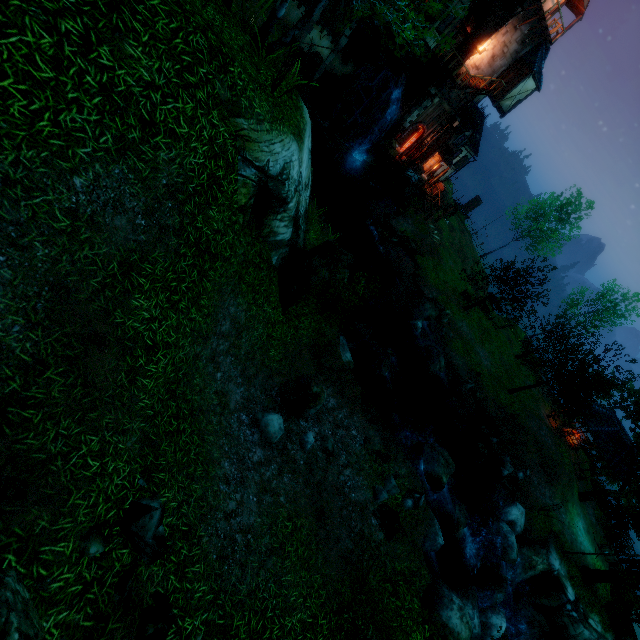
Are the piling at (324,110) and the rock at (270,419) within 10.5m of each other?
no

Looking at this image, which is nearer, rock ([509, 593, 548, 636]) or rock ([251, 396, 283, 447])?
rock ([251, 396, 283, 447])

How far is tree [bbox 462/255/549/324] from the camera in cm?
2506

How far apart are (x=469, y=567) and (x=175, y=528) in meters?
17.7 m

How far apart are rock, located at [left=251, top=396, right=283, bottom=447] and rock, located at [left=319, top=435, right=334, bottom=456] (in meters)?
1.50

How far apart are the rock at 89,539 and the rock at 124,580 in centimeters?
25cm

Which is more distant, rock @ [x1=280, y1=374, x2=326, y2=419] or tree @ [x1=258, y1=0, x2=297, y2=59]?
rock @ [x1=280, y1=374, x2=326, y2=419]

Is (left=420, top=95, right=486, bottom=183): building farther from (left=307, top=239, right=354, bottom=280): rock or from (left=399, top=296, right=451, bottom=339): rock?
(left=307, top=239, right=354, bottom=280): rock
